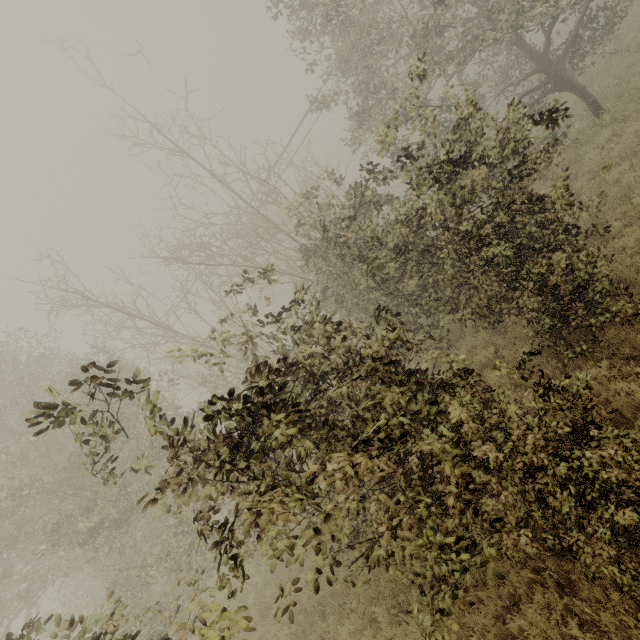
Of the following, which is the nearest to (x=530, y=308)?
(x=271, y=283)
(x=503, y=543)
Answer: (x=503, y=543)
